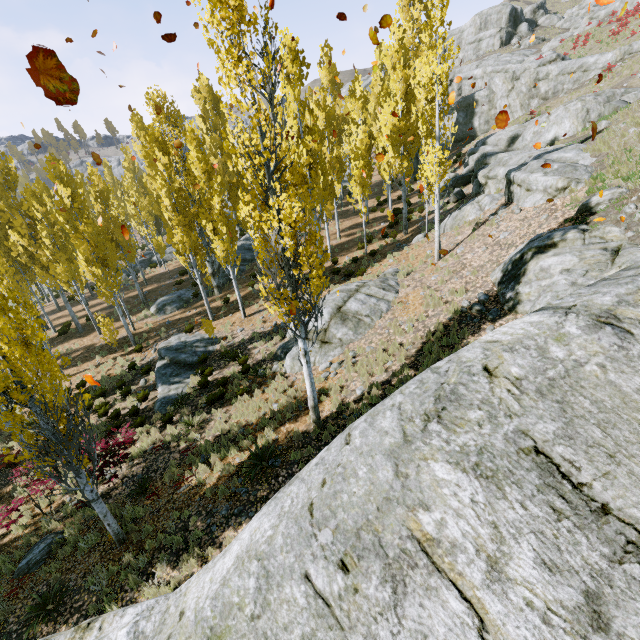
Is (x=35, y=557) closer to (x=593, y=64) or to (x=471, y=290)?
(x=471, y=290)

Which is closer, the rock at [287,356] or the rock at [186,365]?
the rock at [287,356]

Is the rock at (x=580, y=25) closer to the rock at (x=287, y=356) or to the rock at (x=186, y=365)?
the rock at (x=287, y=356)

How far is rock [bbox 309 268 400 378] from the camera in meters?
13.2 m

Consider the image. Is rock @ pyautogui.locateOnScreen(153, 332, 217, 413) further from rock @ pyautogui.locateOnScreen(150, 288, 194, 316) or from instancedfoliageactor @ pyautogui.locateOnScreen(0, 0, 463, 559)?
rock @ pyautogui.locateOnScreen(150, 288, 194, 316)

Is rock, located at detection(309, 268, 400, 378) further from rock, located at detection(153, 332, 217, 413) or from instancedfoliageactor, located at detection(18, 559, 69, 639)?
rock, located at detection(153, 332, 217, 413)

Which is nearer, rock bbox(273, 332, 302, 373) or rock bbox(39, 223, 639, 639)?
rock bbox(39, 223, 639, 639)

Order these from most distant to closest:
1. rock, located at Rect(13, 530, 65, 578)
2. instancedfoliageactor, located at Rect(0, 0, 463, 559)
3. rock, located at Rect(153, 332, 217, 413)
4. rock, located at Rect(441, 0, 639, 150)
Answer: rock, located at Rect(441, 0, 639, 150) → rock, located at Rect(153, 332, 217, 413) → rock, located at Rect(13, 530, 65, 578) → instancedfoliageactor, located at Rect(0, 0, 463, 559)
